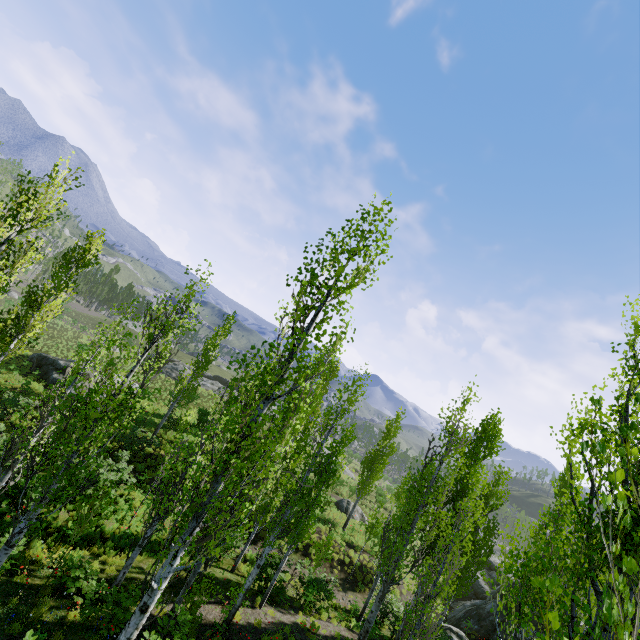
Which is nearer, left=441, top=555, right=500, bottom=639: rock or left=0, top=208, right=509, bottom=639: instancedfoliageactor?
left=0, top=208, right=509, bottom=639: instancedfoliageactor

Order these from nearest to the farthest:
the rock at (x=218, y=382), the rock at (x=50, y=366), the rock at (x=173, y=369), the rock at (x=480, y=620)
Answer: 1. the rock at (x=480, y=620)
2. the rock at (x=50, y=366)
3. the rock at (x=173, y=369)
4. the rock at (x=218, y=382)

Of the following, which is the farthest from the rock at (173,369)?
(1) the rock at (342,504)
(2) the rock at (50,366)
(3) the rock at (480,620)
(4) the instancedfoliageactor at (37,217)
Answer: (3) the rock at (480,620)

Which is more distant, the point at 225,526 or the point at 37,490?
the point at 37,490

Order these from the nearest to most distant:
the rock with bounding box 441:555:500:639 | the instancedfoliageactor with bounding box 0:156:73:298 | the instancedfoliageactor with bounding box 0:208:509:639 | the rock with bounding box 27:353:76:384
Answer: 1. the instancedfoliageactor with bounding box 0:208:509:639
2. the instancedfoliageactor with bounding box 0:156:73:298
3. the rock with bounding box 441:555:500:639
4. the rock with bounding box 27:353:76:384

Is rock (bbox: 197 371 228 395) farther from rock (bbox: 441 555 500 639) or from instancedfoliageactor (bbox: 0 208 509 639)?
rock (bbox: 441 555 500 639)

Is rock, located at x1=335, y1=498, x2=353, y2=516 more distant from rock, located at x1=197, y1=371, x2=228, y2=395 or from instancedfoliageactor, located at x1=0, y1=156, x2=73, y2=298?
rock, located at x1=197, y1=371, x2=228, y2=395

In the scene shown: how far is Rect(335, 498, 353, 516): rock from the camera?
28.16m
